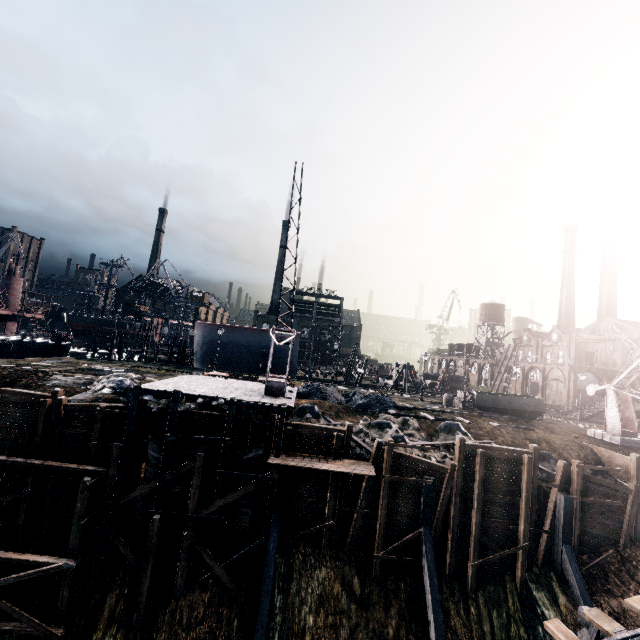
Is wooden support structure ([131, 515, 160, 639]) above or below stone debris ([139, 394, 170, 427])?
below

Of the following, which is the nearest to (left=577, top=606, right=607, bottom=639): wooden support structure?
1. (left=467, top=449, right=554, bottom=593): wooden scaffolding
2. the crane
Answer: (left=467, top=449, right=554, bottom=593): wooden scaffolding

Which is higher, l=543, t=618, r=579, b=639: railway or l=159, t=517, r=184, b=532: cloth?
l=543, t=618, r=579, b=639: railway

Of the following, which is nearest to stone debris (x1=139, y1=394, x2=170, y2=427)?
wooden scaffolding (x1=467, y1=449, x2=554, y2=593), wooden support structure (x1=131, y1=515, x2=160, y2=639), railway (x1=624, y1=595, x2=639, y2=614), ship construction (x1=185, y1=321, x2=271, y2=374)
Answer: wooden support structure (x1=131, y1=515, x2=160, y2=639)

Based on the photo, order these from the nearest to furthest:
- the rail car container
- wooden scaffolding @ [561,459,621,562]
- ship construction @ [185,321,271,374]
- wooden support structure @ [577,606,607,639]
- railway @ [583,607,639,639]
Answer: railway @ [583,607,639,639] < wooden support structure @ [577,606,607,639] < wooden scaffolding @ [561,459,621,562] < the rail car container < ship construction @ [185,321,271,374]

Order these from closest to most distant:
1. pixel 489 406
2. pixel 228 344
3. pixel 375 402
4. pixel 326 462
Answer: pixel 326 462, pixel 375 402, pixel 489 406, pixel 228 344

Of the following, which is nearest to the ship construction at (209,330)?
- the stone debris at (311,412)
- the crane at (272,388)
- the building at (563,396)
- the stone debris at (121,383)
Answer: the stone debris at (121,383)

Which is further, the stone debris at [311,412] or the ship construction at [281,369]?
the ship construction at [281,369]
